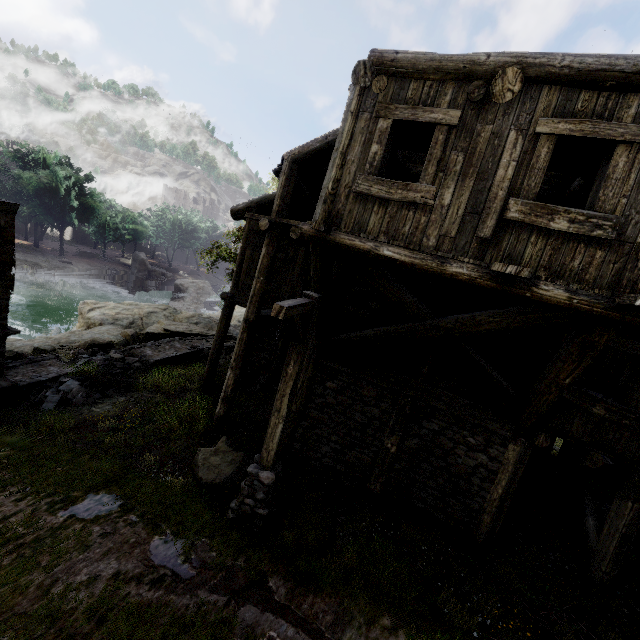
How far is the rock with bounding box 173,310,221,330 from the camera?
24.8m

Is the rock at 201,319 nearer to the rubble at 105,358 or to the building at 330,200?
the building at 330,200

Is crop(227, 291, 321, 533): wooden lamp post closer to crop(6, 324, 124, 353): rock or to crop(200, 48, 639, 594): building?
crop(200, 48, 639, 594): building

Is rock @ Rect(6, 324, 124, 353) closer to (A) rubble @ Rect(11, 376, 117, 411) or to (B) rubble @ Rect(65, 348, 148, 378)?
(B) rubble @ Rect(65, 348, 148, 378)

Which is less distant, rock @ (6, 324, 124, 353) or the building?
the building

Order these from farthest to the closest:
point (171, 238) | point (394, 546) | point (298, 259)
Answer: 1. point (171, 238)
2. point (298, 259)
3. point (394, 546)

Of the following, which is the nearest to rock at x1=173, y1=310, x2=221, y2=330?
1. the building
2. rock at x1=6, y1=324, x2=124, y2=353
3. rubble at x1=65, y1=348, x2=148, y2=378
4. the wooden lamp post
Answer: the building

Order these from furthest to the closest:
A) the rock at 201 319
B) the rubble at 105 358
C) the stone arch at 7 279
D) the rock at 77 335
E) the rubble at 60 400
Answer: the rock at 201 319, the rock at 77 335, the rubble at 105 358, the rubble at 60 400, the stone arch at 7 279
